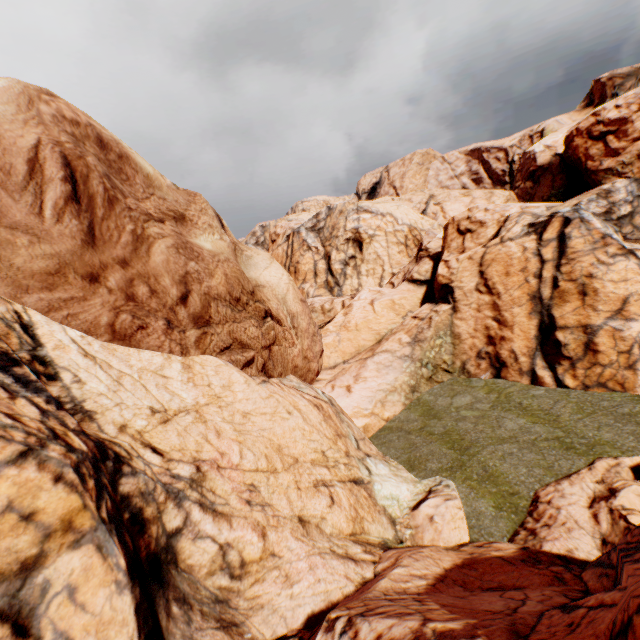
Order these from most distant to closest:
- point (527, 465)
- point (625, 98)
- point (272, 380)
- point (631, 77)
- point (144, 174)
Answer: point (631, 77)
point (625, 98)
point (272, 380)
point (144, 174)
point (527, 465)
